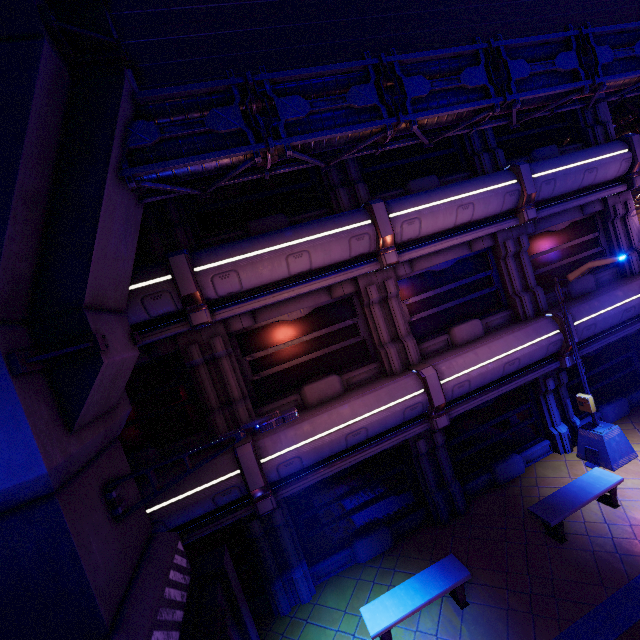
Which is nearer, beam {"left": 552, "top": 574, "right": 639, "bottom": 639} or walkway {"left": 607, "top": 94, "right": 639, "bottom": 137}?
beam {"left": 552, "top": 574, "right": 639, "bottom": 639}

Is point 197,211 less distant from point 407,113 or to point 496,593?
point 407,113

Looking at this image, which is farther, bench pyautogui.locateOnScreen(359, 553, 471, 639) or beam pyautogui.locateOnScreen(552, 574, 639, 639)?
bench pyautogui.locateOnScreen(359, 553, 471, 639)

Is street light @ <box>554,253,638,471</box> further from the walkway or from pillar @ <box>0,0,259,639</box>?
the walkway

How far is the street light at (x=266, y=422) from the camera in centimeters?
500cm

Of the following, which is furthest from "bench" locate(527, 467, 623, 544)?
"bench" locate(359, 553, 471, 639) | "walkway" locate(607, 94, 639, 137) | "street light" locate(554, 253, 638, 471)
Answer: "walkway" locate(607, 94, 639, 137)

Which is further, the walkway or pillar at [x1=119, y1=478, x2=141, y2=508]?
the walkway

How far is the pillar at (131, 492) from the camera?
5.5m
